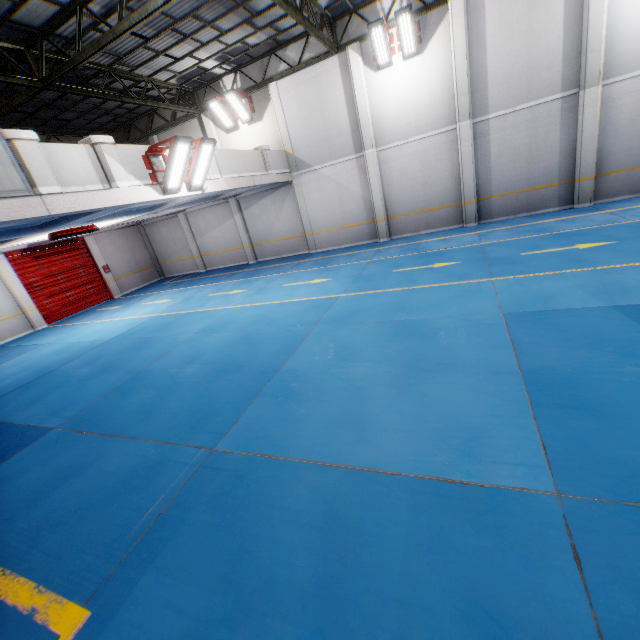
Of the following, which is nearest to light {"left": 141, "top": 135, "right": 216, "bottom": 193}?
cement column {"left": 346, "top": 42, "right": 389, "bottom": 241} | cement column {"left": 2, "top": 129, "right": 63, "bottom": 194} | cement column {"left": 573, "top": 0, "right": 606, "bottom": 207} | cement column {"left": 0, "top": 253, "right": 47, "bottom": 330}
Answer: cement column {"left": 2, "top": 129, "right": 63, "bottom": 194}

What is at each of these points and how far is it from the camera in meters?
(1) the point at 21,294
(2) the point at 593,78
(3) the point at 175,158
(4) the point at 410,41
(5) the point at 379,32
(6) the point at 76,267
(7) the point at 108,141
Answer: (1) cement column, 15.3 m
(2) cement column, 11.0 m
(3) light, 8.5 m
(4) light, 12.1 m
(5) light, 11.9 m
(6) door, 17.8 m
(7) cement column, 7.7 m

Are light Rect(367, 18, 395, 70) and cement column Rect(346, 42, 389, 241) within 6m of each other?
yes

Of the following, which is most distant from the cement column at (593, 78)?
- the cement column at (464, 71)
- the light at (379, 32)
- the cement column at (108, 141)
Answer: the cement column at (108, 141)

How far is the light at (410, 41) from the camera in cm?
1129

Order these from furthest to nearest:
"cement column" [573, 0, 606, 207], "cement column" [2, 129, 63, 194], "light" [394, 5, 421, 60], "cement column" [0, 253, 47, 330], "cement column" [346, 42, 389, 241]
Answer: "cement column" [0, 253, 47, 330]
"cement column" [346, 42, 389, 241]
"light" [394, 5, 421, 60]
"cement column" [573, 0, 606, 207]
"cement column" [2, 129, 63, 194]

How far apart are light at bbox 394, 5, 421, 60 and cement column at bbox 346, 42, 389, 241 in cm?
140

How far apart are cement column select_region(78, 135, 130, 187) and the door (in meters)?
11.66
